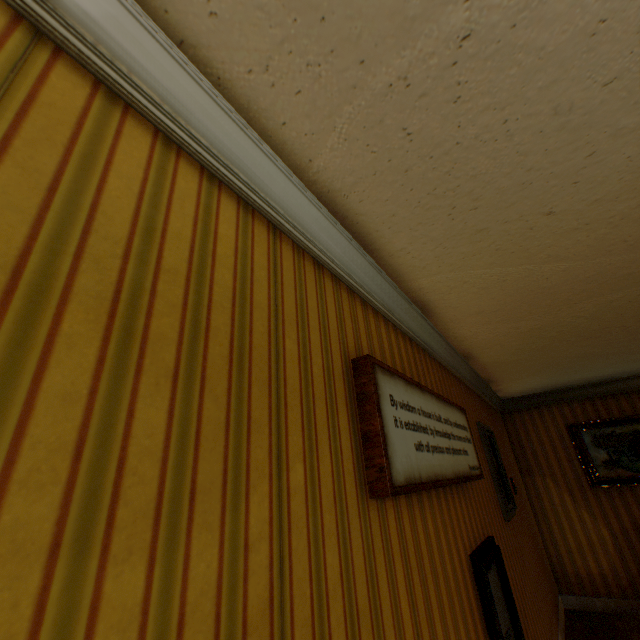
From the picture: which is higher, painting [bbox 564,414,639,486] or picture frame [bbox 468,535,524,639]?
painting [bbox 564,414,639,486]

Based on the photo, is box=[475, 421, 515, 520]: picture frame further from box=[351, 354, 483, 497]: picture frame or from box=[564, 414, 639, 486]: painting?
box=[564, 414, 639, 486]: painting

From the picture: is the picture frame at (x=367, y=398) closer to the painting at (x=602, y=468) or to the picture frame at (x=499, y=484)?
the picture frame at (x=499, y=484)

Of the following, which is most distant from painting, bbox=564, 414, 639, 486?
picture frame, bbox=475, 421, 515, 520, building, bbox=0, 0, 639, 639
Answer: picture frame, bbox=475, 421, 515, 520

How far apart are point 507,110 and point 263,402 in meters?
1.4

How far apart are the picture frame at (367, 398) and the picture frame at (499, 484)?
1.0m

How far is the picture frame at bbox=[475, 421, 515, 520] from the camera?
3.4m

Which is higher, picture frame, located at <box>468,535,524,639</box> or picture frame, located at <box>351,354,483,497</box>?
picture frame, located at <box>351,354,483,497</box>
